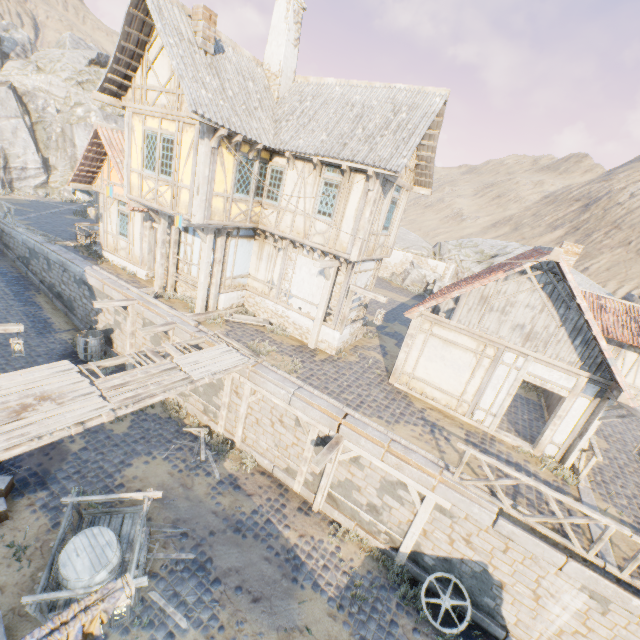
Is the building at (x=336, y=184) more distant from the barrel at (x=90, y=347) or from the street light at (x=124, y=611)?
the street light at (x=124, y=611)

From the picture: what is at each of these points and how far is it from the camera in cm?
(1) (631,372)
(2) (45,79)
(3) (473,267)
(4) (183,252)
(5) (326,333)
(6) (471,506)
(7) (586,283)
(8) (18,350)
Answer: (1) building, 1570
(2) rock, 3716
(3) rock, 2738
(4) building, 1442
(5) stone foundation, 1309
(6) stone blocks, 776
(7) rock, 3088
(8) street light, 1023

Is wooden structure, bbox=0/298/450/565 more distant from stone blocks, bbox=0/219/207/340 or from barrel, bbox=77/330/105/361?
barrel, bbox=77/330/105/361

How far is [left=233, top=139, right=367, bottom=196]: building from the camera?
11.0 meters

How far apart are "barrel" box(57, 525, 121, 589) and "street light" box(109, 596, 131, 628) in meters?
0.9

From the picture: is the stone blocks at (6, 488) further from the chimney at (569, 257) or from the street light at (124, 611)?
the chimney at (569, 257)

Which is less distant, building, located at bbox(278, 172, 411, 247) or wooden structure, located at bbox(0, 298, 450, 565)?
wooden structure, located at bbox(0, 298, 450, 565)

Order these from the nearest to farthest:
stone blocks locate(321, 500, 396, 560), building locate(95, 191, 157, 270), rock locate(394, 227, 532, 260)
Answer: stone blocks locate(321, 500, 396, 560) → building locate(95, 191, 157, 270) → rock locate(394, 227, 532, 260)
